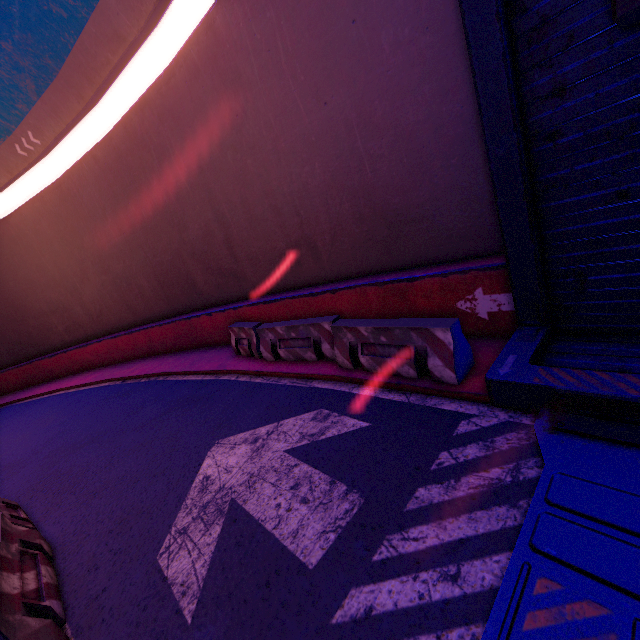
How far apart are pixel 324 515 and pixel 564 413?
2.89m

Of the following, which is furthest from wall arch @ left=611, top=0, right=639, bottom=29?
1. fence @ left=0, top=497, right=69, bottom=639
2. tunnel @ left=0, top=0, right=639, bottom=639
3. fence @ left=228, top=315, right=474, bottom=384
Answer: fence @ left=0, top=497, right=69, bottom=639

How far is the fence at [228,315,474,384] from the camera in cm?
470

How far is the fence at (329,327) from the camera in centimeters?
470cm

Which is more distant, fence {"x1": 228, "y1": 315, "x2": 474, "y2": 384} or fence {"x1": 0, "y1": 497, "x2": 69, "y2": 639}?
fence {"x1": 228, "y1": 315, "x2": 474, "y2": 384}

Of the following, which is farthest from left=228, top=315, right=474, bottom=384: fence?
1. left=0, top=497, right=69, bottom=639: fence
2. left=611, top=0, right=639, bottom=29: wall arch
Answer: left=0, top=497, right=69, bottom=639: fence

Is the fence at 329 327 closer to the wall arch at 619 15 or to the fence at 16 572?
the wall arch at 619 15
